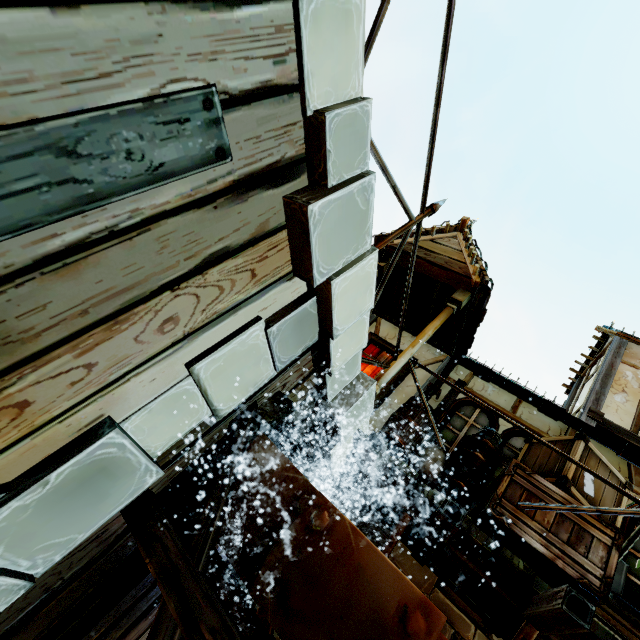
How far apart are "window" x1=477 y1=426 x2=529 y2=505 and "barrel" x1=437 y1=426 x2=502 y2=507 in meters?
0.2 m

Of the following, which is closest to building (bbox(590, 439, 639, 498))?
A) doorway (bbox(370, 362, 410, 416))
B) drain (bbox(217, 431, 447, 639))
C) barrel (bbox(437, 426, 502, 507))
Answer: doorway (bbox(370, 362, 410, 416))

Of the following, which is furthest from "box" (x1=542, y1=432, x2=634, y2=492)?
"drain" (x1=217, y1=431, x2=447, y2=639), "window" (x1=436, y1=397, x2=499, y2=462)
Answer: "drain" (x1=217, y1=431, x2=447, y2=639)

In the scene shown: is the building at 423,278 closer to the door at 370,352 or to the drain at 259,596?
the door at 370,352

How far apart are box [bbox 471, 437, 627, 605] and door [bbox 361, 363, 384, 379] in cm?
222

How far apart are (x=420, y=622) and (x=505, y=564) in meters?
1.9

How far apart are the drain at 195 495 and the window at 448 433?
2.3 meters
